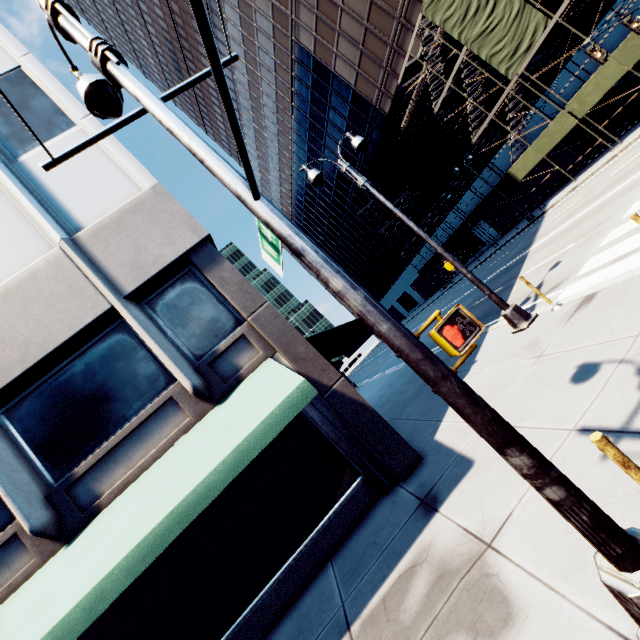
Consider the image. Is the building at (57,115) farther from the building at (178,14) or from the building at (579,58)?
the building at (178,14)

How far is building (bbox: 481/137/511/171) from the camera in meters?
27.5 m

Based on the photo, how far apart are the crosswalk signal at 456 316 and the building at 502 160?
32.45m

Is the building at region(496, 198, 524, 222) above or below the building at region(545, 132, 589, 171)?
above

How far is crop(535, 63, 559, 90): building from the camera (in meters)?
21.80

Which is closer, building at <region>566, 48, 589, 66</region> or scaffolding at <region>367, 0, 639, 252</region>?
scaffolding at <region>367, 0, 639, 252</region>

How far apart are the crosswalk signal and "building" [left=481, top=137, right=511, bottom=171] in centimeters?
3245cm

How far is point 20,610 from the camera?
4.8 meters
